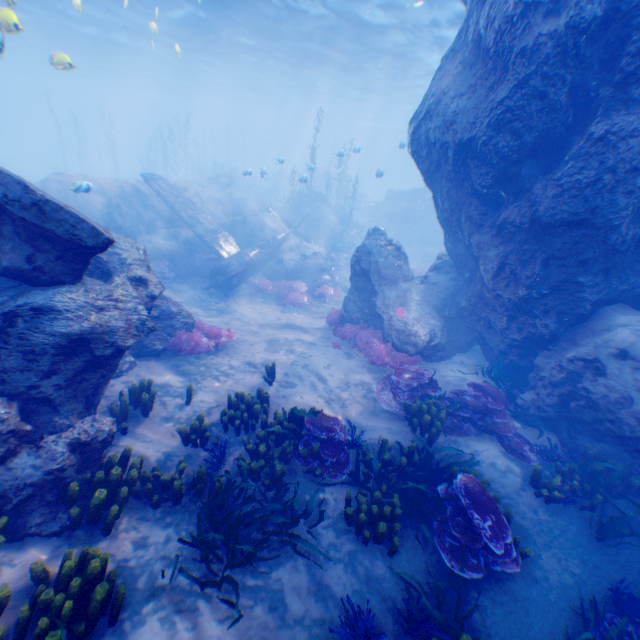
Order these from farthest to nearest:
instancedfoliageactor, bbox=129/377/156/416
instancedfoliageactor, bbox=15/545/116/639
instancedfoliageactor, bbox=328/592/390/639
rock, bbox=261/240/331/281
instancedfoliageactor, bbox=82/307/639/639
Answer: rock, bbox=261/240/331/281, instancedfoliageactor, bbox=129/377/156/416, instancedfoliageactor, bbox=82/307/639/639, instancedfoliageactor, bbox=328/592/390/639, instancedfoliageactor, bbox=15/545/116/639

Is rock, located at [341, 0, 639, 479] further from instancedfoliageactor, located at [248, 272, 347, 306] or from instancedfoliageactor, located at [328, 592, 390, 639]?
instancedfoliageactor, located at [328, 592, 390, 639]

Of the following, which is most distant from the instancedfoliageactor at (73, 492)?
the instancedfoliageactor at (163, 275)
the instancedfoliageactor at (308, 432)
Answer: the instancedfoliageactor at (163, 275)

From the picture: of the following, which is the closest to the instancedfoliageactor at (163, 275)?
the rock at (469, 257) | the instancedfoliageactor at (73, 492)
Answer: the rock at (469, 257)

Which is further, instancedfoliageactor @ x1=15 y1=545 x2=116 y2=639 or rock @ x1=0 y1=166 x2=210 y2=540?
rock @ x1=0 y1=166 x2=210 y2=540

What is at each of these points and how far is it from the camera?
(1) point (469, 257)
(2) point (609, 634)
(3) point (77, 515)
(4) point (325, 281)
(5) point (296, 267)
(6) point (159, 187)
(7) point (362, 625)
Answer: (1) rock, 10.99m
(2) instancedfoliageactor, 4.23m
(3) instancedfoliageactor, 4.52m
(4) instancedfoliageactor, 17.69m
(5) rock, 17.97m
(6) plane, 16.17m
(7) instancedfoliageactor, 4.12m

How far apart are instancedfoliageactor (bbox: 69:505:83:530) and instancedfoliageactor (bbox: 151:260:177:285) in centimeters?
1023cm

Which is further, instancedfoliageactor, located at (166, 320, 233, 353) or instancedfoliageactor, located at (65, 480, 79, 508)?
instancedfoliageactor, located at (166, 320, 233, 353)
